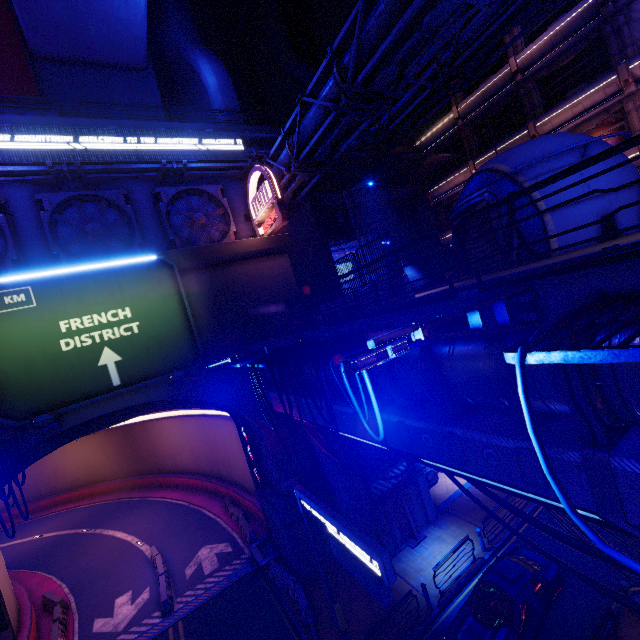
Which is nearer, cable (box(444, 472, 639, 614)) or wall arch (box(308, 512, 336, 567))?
cable (box(444, 472, 639, 614))

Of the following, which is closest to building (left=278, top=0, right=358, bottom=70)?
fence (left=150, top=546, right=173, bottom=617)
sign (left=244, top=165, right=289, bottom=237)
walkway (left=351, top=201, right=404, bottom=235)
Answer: walkway (left=351, top=201, right=404, bottom=235)

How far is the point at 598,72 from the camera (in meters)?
20.27

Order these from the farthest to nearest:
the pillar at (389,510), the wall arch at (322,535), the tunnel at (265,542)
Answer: the tunnel at (265,542), the wall arch at (322,535), the pillar at (389,510)

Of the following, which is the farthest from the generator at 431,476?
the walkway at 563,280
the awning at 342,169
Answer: the awning at 342,169

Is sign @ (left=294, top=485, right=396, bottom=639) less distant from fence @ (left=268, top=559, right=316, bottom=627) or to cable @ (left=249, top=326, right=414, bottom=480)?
cable @ (left=249, top=326, right=414, bottom=480)

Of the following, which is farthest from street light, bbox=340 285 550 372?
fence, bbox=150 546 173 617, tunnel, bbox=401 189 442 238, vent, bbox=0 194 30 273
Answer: tunnel, bbox=401 189 442 238

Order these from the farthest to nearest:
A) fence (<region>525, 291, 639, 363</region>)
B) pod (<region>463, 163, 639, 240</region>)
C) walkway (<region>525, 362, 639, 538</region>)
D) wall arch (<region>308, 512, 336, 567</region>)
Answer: wall arch (<region>308, 512, 336, 567</region>)
pod (<region>463, 163, 639, 240</region>)
walkway (<region>525, 362, 639, 538</region>)
fence (<region>525, 291, 639, 363</region>)
